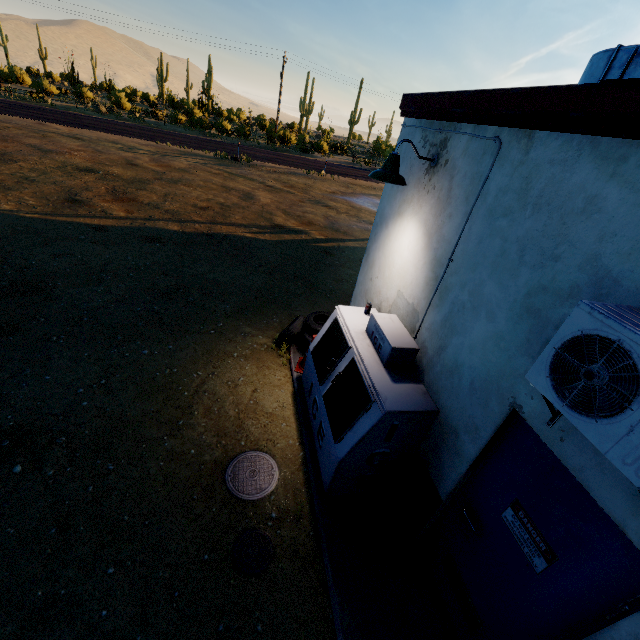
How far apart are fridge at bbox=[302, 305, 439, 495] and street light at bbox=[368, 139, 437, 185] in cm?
153

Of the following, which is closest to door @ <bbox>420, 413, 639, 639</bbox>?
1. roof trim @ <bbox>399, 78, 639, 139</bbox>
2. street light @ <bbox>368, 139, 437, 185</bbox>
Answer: roof trim @ <bbox>399, 78, 639, 139</bbox>

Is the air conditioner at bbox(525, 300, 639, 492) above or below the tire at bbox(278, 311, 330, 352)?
above

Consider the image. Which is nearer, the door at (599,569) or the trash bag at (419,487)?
the door at (599,569)

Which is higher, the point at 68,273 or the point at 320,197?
the point at 320,197

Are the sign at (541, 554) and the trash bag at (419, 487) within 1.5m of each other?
yes

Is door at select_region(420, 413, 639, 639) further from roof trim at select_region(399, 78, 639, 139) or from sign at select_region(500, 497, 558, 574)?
roof trim at select_region(399, 78, 639, 139)

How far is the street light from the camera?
3.5 meters
